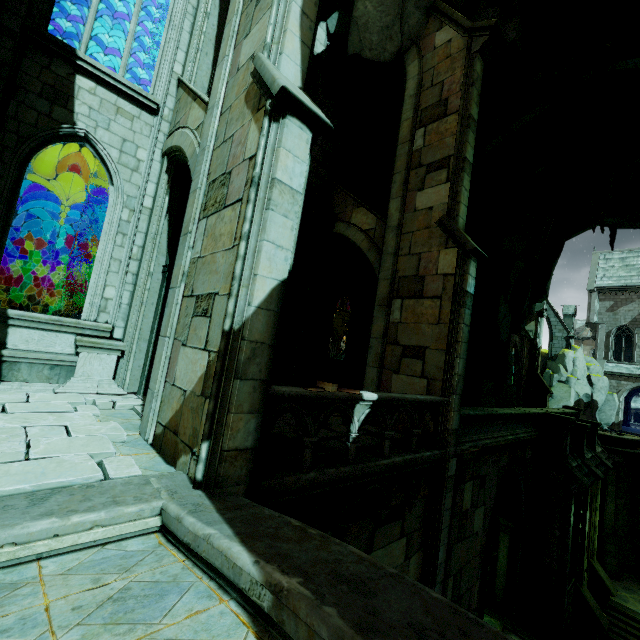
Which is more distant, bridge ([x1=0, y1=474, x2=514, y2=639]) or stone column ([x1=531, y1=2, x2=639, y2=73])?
stone column ([x1=531, y1=2, x2=639, y2=73])

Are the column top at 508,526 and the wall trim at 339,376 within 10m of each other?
yes

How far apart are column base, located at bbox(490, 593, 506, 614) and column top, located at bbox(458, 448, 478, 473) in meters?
8.0 m

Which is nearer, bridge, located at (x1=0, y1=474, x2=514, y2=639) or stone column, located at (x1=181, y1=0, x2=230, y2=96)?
bridge, located at (x1=0, y1=474, x2=514, y2=639)

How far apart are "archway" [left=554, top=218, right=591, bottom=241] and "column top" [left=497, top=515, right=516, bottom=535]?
15.1m

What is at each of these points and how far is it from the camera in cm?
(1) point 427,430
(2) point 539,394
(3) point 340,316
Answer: (1) buttress, 788
(2) buttress, 2652
(3) building, 4044

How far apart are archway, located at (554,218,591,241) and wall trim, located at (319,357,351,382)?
14.3m

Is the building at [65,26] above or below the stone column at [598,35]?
below
